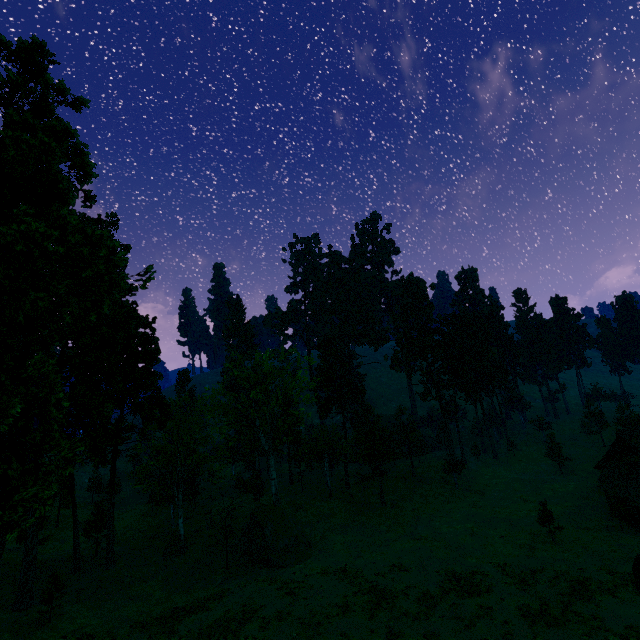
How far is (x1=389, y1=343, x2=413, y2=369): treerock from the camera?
56.66m

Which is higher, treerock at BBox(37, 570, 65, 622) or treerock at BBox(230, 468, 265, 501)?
treerock at BBox(230, 468, 265, 501)

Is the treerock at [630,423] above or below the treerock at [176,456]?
below

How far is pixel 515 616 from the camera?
22.20m

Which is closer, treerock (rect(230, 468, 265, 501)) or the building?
the building

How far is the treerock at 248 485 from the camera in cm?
4581

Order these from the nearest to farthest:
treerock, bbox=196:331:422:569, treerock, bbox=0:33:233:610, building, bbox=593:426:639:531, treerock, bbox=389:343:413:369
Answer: treerock, bbox=0:33:233:610, building, bbox=593:426:639:531, treerock, bbox=196:331:422:569, treerock, bbox=389:343:413:369
